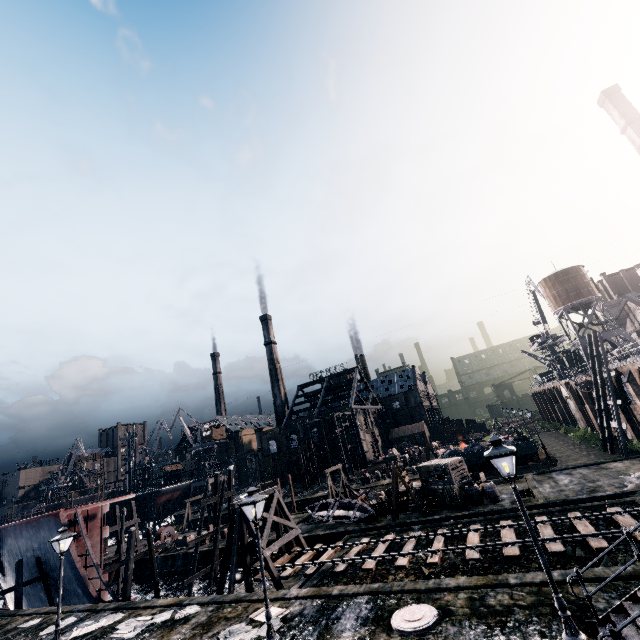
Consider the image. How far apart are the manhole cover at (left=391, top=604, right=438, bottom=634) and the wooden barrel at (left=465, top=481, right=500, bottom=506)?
15.7m

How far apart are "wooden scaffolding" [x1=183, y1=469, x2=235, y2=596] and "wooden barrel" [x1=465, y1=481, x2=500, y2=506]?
22.23m

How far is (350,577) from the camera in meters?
18.6 m

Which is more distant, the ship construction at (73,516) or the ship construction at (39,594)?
the ship construction at (39,594)

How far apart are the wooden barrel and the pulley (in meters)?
34.39

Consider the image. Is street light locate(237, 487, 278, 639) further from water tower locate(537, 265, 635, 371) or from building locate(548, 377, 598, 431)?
water tower locate(537, 265, 635, 371)

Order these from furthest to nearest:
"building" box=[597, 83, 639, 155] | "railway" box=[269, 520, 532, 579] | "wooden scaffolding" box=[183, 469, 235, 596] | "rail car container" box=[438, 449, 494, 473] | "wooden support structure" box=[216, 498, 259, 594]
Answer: "building" box=[597, 83, 639, 155] → "rail car container" box=[438, 449, 494, 473] → "wooden scaffolding" box=[183, 469, 235, 596] → "wooden support structure" box=[216, 498, 259, 594] → "railway" box=[269, 520, 532, 579]

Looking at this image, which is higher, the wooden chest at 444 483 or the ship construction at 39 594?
the wooden chest at 444 483
